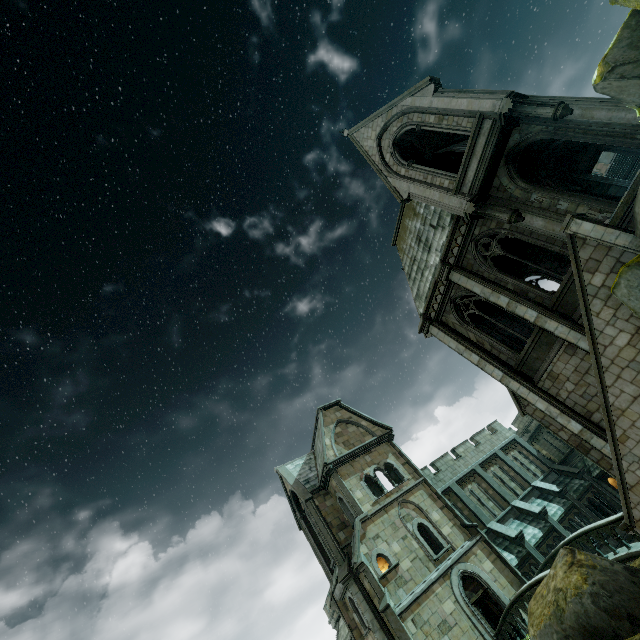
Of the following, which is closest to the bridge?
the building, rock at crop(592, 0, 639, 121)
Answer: the building

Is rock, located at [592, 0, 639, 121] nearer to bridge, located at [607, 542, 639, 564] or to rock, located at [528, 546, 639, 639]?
rock, located at [528, 546, 639, 639]

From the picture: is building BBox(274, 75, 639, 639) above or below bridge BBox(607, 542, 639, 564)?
above

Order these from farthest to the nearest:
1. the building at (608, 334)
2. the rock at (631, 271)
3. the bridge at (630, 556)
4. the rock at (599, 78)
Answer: the bridge at (630, 556)
the building at (608, 334)
the rock at (631, 271)
the rock at (599, 78)

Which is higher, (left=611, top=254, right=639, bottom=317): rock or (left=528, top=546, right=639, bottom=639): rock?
(left=611, top=254, right=639, bottom=317): rock

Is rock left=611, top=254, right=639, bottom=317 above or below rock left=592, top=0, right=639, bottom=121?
below

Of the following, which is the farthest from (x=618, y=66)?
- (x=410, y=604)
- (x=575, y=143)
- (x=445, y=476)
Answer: (x=445, y=476)

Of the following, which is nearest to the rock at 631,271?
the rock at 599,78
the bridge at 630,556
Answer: the bridge at 630,556
